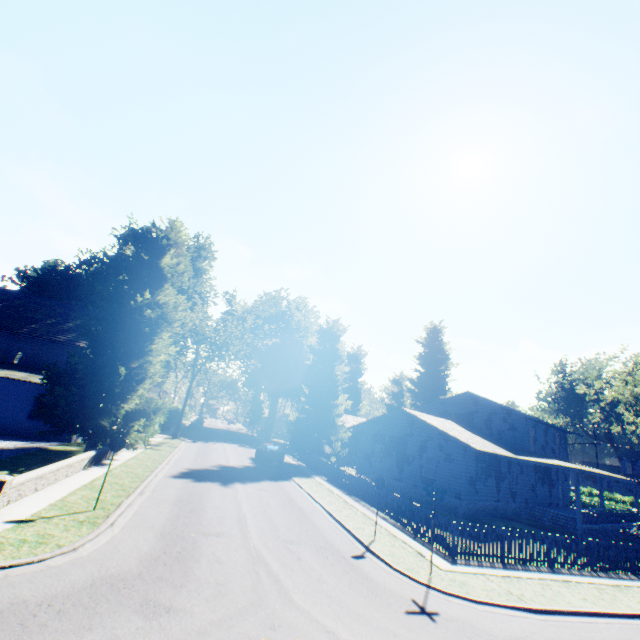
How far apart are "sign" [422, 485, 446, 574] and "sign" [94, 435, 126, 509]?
10.5 meters

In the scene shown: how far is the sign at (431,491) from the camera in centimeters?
1046cm

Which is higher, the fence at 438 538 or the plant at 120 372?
the plant at 120 372

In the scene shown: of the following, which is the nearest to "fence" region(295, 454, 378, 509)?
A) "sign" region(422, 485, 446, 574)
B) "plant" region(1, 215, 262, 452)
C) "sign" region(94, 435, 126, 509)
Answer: "plant" region(1, 215, 262, 452)

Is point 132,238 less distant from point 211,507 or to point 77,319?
point 77,319

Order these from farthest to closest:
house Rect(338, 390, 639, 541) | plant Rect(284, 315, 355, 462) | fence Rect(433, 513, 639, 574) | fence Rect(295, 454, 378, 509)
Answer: plant Rect(284, 315, 355, 462) < house Rect(338, 390, 639, 541) < fence Rect(295, 454, 378, 509) < fence Rect(433, 513, 639, 574)

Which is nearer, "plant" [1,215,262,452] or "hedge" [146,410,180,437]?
"plant" [1,215,262,452]
